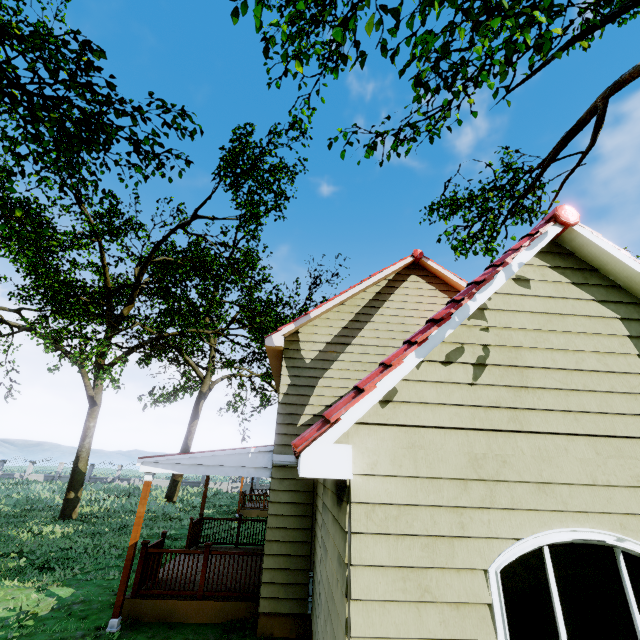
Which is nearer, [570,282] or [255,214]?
[570,282]

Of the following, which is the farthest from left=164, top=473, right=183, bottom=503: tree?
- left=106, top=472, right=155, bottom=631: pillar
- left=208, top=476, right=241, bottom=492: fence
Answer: left=106, top=472, right=155, bottom=631: pillar

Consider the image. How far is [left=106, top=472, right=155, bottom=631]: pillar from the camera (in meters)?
6.51

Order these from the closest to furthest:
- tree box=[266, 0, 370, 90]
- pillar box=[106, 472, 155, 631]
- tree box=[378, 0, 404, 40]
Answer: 1. tree box=[378, 0, 404, 40]
2. tree box=[266, 0, 370, 90]
3. pillar box=[106, 472, 155, 631]

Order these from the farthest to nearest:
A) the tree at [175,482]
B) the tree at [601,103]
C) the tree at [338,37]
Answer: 1. the tree at [175,482]
2. the tree at [601,103]
3. the tree at [338,37]

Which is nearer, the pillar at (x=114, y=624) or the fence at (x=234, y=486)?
the pillar at (x=114, y=624)

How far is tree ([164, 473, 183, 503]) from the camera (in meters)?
24.03
